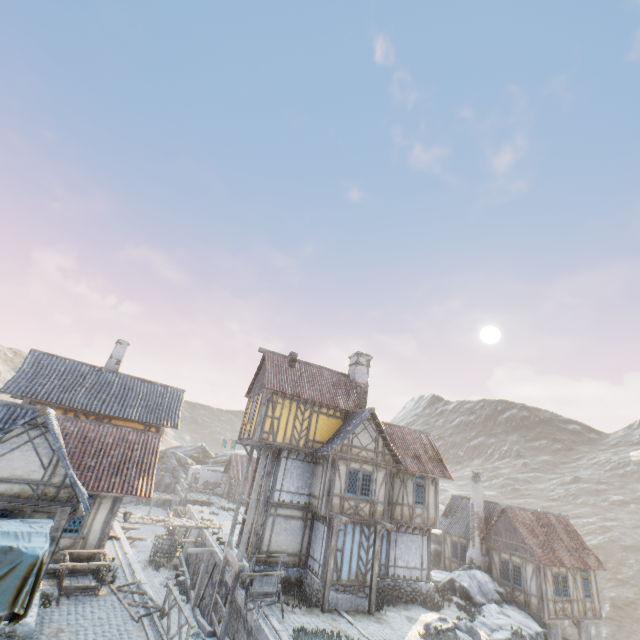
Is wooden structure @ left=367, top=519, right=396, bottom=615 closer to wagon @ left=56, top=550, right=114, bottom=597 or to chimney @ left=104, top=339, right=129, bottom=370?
wagon @ left=56, top=550, right=114, bottom=597

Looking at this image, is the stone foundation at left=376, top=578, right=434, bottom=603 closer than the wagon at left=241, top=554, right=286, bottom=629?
No

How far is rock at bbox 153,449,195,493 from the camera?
51.06m

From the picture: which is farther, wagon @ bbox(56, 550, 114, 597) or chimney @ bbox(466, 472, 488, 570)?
chimney @ bbox(466, 472, 488, 570)

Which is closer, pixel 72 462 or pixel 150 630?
pixel 150 630

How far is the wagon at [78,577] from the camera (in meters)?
12.59

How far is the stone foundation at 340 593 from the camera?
16.1 meters

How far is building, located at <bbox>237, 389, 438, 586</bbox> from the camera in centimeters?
1736cm
